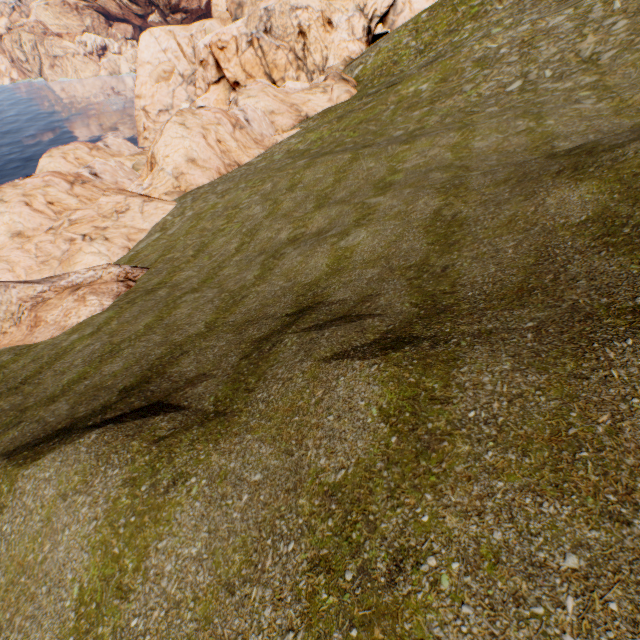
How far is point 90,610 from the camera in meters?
3.9 m
